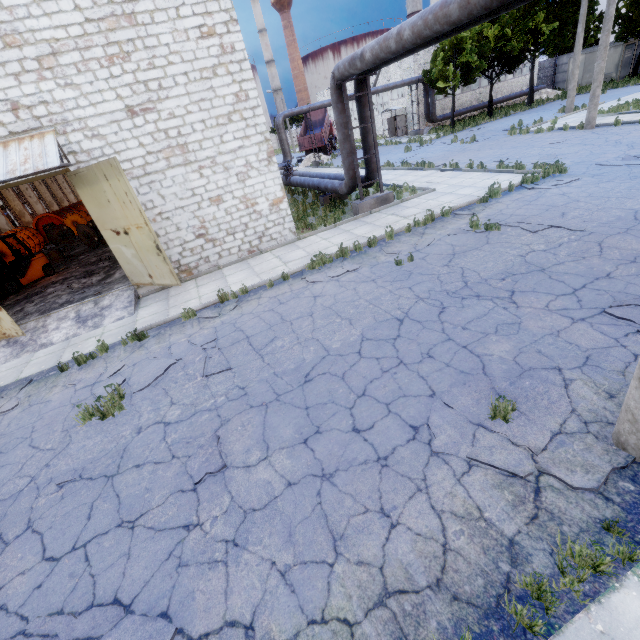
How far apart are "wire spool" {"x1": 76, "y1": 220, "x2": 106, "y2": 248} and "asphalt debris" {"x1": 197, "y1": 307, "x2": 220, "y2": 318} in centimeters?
1530cm

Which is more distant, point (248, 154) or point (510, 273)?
point (248, 154)

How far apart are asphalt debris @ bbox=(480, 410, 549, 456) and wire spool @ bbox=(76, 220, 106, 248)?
22.2m

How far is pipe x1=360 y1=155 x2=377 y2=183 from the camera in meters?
13.5 m

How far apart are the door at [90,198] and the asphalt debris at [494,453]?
8.64m

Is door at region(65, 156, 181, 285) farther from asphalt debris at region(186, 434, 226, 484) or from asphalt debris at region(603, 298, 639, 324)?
asphalt debris at region(603, 298, 639, 324)

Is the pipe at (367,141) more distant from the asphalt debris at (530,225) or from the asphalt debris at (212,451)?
the asphalt debris at (212,451)

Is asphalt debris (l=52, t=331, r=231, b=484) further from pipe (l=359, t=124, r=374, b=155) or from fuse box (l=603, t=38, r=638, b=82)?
fuse box (l=603, t=38, r=638, b=82)
